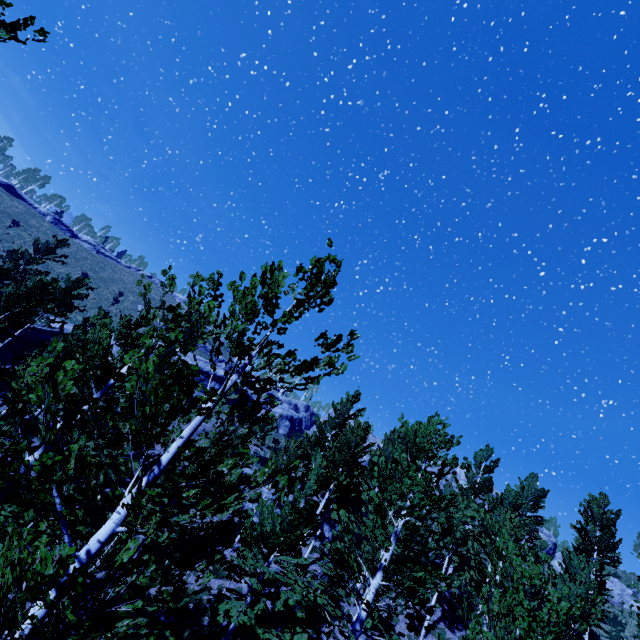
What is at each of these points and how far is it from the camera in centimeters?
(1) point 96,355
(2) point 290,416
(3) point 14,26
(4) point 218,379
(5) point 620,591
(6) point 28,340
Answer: (1) instancedfoliageactor, 873cm
(2) rock, 5262cm
(3) instancedfoliageactor, 508cm
(4) rock, 4300cm
(5) rock, 3172cm
(6) rock, 2919cm

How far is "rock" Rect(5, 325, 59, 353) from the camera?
28.9 meters

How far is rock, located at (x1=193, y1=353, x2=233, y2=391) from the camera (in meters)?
41.62

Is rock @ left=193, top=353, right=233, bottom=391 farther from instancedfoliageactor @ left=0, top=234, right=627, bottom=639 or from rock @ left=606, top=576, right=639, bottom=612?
rock @ left=606, top=576, right=639, bottom=612

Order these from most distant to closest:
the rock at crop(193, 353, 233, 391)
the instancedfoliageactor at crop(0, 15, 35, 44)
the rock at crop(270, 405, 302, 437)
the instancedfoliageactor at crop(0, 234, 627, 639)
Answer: the rock at crop(270, 405, 302, 437) → the rock at crop(193, 353, 233, 391) → the instancedfoliageactor at crop(0, 15, 35, 44) → the instancedfoliageactor at crop(0, 234, 627, 639)

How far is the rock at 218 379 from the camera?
41.6 meters

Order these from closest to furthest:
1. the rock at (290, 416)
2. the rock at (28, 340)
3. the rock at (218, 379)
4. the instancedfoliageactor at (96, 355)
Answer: the instancedfoliageactor at (96, 355) → the rock at (28, 340) → the rock at (218, 379) → the rock at (290, 416)

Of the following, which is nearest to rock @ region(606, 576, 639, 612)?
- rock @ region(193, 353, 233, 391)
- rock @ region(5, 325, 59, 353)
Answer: rock @ region(193, 353, 233, 391)
